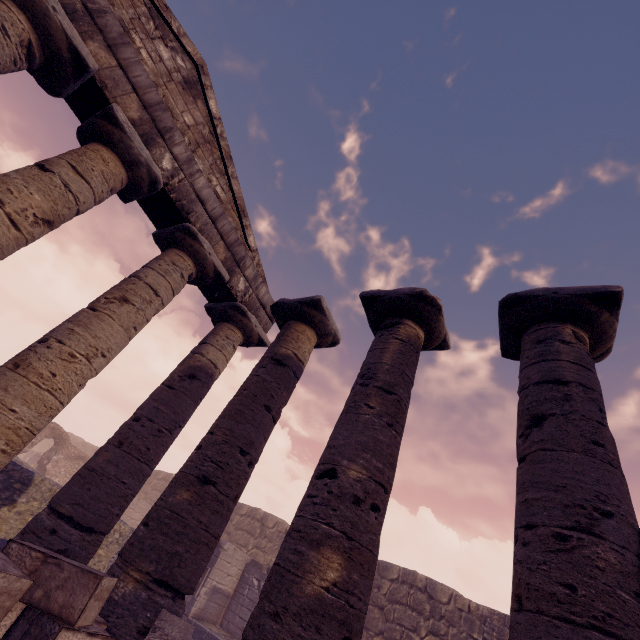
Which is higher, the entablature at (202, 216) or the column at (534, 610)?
the entablature at (202, 216)

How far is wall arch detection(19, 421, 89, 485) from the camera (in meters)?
17.41

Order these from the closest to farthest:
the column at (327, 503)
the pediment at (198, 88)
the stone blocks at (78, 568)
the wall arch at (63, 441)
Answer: the stone blocks at (78, 568)
the column at (327, 503)
the pediment at (198, 88)
the wall arch at (63, 441)

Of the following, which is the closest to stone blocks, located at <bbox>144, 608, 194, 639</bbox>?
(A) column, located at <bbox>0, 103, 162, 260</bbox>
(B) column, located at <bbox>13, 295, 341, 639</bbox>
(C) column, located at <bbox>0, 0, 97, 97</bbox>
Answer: (B) column, located at <bbox>13, 295, 341, 639</bbox>

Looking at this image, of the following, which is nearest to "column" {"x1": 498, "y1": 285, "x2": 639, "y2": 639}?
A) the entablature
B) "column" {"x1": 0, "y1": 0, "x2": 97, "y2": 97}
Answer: the entablature

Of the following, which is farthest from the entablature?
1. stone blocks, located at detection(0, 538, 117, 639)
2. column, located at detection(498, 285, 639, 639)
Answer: stone blocks, located at detection(0, 538, 117, 639)

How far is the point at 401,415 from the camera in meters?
4.4

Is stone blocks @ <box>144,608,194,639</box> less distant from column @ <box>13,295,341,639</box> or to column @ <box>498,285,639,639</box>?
column @ <box>13,295,341,639</box>
